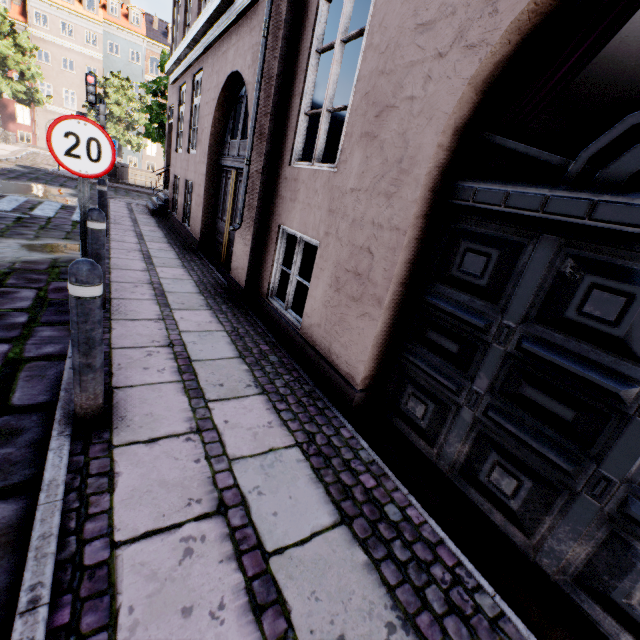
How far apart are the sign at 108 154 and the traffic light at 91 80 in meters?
8.8

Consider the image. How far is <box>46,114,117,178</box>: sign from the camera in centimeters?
297cm

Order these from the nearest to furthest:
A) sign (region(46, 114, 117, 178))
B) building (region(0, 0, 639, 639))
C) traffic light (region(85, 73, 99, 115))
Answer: building (region(0, 0, 639, 639)) < sign (region(46, 114, 117, 178)) < traffic light (region(85, 73, 99, 115))

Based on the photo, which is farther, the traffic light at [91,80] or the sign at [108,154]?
the traffic light at [91,80]

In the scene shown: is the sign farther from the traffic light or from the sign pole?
the traffic light

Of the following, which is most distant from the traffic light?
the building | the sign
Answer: the sign

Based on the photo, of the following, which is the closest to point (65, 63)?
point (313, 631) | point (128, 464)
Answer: point (128, 464)

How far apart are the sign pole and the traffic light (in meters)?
8.86
